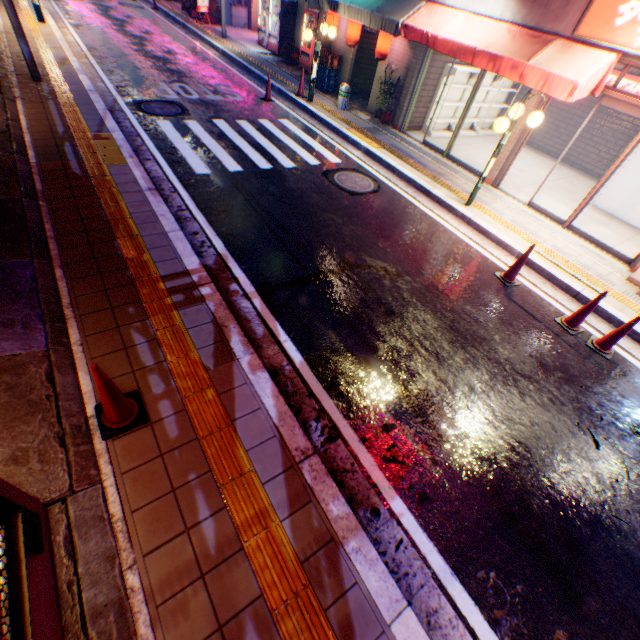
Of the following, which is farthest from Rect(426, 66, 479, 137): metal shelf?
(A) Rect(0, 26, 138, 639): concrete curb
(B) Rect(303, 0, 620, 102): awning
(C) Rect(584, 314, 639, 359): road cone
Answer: (A) Rect(0, 26, 138, 639): concrete curb

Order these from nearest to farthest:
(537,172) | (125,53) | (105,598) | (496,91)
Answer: (105,598), (537,172), (496,91), (125,53)

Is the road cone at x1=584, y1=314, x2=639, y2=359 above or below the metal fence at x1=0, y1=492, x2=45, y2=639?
below

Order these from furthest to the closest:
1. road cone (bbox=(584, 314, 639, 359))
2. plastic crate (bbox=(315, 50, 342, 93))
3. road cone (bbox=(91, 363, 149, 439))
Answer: plastic crate (bbox=(315, 50, 342, 93)) → road cone (bbox=(584, 314, 639, 359)) → road cone (bbox=(91, 363, 149, 439))

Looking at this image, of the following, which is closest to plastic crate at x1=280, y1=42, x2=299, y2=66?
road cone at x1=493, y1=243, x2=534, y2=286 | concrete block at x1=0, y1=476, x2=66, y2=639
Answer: road cone at x1=493, y1=243, x2=534, y2=286

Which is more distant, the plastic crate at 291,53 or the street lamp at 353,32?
the plastic crate at 291,53

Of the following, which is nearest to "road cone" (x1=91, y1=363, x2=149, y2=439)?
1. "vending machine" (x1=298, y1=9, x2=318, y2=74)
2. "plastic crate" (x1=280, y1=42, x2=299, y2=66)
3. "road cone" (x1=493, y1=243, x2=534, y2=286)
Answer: "road cone" (x1=493, y1=243, x2=534, y2=286)

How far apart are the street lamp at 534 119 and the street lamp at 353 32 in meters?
7.3 m
